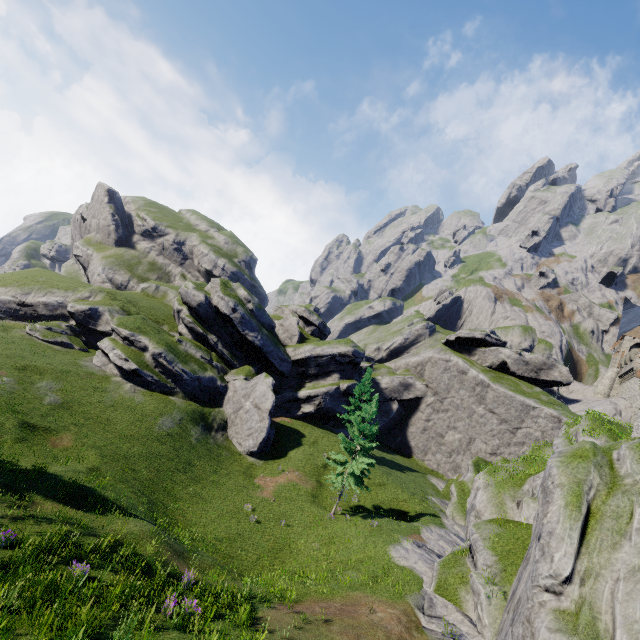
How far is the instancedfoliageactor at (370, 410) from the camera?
26.95m

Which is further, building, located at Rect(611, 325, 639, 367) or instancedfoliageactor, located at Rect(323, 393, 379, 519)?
building, located at Rect(611, 325, 639, 367)

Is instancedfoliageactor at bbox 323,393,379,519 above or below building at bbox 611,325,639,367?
below

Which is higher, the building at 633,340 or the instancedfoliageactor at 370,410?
the building at 633,340

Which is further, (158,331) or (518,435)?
(518,435)

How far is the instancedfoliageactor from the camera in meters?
27.0
